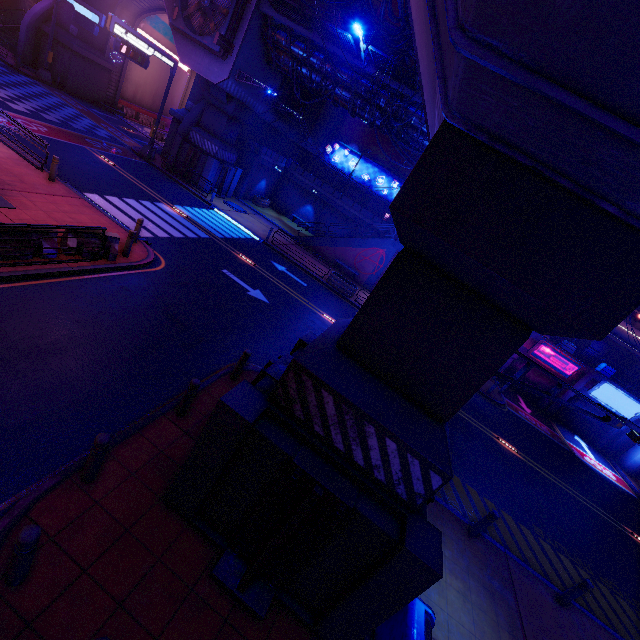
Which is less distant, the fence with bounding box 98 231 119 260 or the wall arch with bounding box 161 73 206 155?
the fence with bounding box 98 231 119 260

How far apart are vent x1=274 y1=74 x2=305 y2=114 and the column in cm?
3816

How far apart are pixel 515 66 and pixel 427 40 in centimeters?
367cm

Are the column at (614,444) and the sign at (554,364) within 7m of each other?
yes

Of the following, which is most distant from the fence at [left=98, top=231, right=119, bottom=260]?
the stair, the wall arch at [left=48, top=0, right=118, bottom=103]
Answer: the stair

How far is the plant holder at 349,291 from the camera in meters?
22.7 m

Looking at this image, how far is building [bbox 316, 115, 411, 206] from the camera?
37.7 meters

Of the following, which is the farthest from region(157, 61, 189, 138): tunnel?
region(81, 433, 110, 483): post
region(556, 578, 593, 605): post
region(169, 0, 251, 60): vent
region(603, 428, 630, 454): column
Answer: region(603, 428, 630, 454): column
